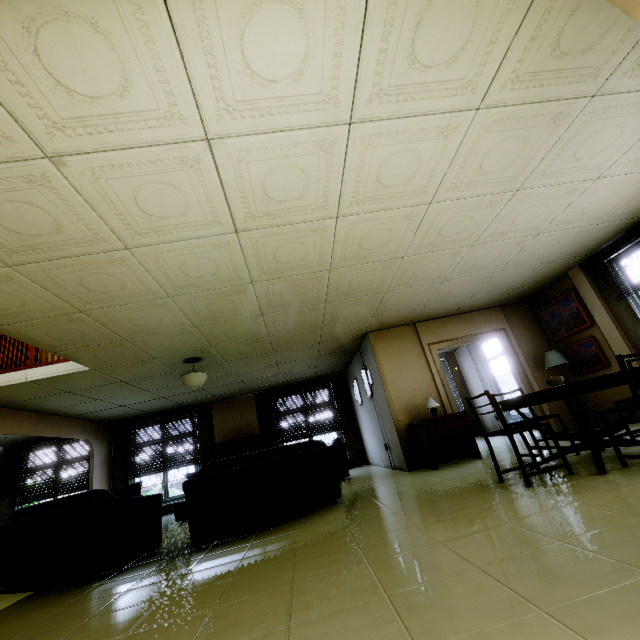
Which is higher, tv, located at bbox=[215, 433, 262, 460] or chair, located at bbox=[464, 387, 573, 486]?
tv, located at bbox=[215, 433, 262, 460]

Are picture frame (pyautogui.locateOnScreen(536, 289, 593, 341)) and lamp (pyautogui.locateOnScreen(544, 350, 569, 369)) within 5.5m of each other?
yes

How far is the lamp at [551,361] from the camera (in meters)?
6.19

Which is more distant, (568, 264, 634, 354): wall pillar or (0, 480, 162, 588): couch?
(568, 264, 634, 354): wall pillar

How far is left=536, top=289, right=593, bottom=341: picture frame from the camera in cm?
610

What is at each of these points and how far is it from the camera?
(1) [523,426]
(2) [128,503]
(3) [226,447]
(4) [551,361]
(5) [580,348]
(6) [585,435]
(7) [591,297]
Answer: (1) chair, 3.2m
(2) couch, 3.7m
(3) tv, 9.2m
(4) lamp, 6.3m
(5) picture frame, 6.3m
(6) table, 3.2m
(7) wall pillar, 5.8m

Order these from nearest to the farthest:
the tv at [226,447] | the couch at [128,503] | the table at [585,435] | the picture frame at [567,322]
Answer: the table at [585,435] → the couch at [128,503] → the picture frame at [567,322] → the tv at [226,447]

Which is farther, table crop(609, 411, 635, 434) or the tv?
the tv
